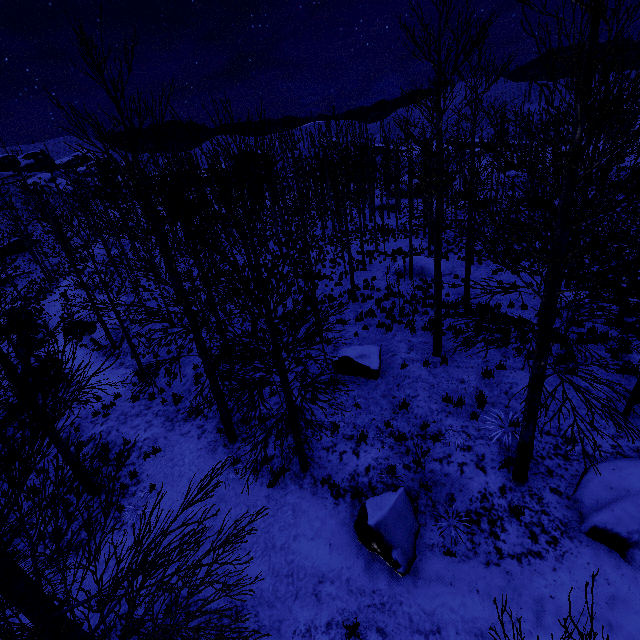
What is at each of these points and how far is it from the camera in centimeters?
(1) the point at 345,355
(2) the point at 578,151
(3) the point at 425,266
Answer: (1) rock, 1109cm
(2) instancedfoliageactor, 419cm
(3) rock, 1998cm

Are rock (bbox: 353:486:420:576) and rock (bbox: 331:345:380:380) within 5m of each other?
yes

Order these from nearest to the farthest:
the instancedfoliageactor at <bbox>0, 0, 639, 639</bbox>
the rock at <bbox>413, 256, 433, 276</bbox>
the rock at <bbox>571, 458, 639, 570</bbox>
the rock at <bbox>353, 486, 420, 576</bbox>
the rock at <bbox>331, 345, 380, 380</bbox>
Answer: the instancedfoliageactor at <bbox>0, 0, 639, 639</bbox>, the rock at <bbox>571, 458, 639, 570</bbox>, the rock at <bbox>353, 486, 420, 576</bbox>, the rock at <bbox>331, 345, 380, 380</bbox>, the rock at <bbox>413, 256, 433, 276</bbox>

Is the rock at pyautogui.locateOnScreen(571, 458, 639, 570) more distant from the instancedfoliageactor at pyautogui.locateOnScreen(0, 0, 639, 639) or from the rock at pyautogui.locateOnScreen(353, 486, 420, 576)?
the instancedfoliageactor at pyautogui.locateOnScreen(0, 0, 639, 639)

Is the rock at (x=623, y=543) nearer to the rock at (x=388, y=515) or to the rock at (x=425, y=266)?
the rock at (x=388, y=515)

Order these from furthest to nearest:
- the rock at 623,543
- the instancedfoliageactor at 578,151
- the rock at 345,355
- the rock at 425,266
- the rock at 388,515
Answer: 1. the rock at 425,266
2. the rock at 345,355
3. the rock at 388,515
4. the rock at 623,543
5. the instancedfoliageactor at 578,151

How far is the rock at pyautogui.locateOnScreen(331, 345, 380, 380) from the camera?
10.7 meters

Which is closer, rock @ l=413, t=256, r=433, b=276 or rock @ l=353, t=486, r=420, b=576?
rock @ l=353, t=486, r=420, b=576
